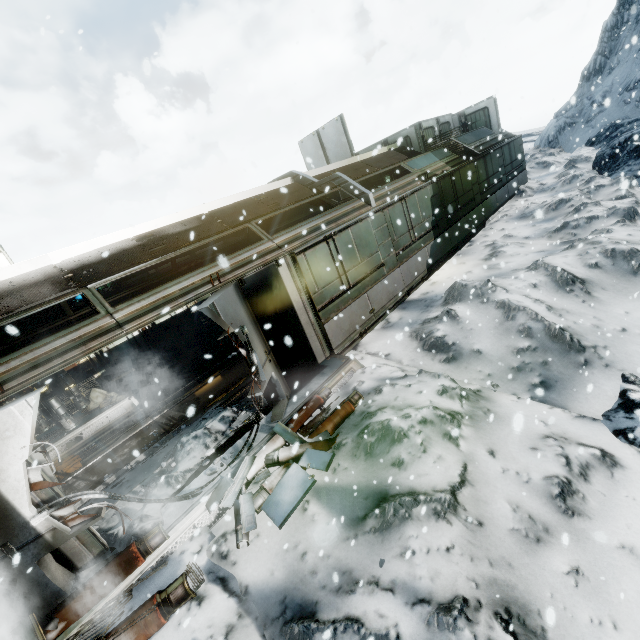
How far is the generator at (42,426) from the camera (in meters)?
9.38

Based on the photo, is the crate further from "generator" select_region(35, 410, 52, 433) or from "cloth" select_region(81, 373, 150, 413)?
"generator" select_region(35, 410, 52, 433)

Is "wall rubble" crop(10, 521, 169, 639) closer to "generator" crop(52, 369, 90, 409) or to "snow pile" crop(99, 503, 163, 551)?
"snow pile" crop(99, 503, 163, 551)

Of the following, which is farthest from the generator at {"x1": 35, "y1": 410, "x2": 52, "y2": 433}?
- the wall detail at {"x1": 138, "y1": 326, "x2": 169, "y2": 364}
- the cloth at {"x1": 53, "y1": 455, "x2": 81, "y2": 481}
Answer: the wall detail at {"x1": 138, "y1": 326, "x2": 169, "y2": 364}

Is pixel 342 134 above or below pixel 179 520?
above

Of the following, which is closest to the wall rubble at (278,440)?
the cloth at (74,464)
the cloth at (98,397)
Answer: the cloth at (74,464)

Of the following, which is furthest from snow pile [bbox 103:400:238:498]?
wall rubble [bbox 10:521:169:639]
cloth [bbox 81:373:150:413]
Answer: cloth [bbox 81:373:150:413]

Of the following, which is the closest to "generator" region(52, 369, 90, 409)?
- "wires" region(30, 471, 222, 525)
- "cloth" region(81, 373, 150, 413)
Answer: "cloth" region(81, 373, 150, 413)
